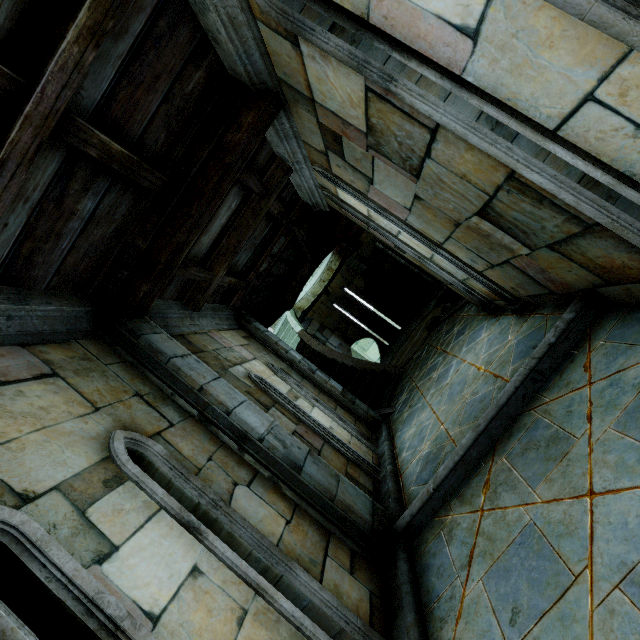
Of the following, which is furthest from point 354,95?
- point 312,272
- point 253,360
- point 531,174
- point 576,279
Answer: point 312,272
